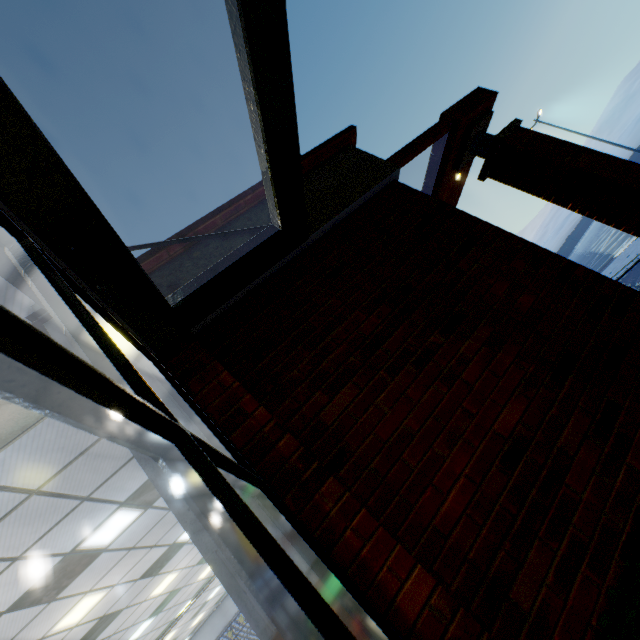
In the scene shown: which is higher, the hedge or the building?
the building

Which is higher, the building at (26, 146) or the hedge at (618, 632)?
the building at (26, 146)

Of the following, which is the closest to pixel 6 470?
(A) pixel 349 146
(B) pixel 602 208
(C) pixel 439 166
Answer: (A) pixel 349 146
